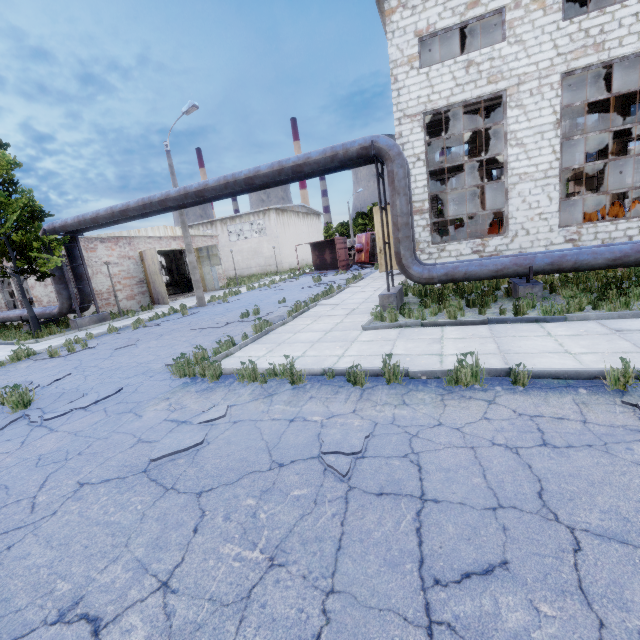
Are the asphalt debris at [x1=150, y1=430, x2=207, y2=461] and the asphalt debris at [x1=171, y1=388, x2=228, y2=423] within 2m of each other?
yes

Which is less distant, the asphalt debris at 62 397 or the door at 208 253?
the asphalt debris at 62 397

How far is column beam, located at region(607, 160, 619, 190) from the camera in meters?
23.9

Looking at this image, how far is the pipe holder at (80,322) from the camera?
16.16m

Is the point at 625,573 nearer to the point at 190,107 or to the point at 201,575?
the point at 201,575

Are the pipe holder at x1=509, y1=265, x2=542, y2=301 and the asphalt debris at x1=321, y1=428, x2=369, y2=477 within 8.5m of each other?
yes

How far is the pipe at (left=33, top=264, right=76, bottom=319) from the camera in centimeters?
1614cm

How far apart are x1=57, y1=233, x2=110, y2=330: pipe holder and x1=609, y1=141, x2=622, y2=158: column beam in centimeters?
3568cm
